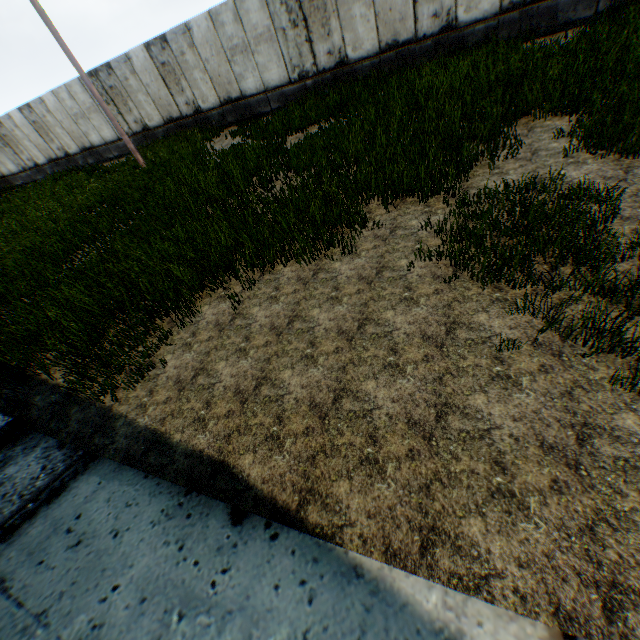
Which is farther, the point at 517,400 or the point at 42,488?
the point at 42,488
